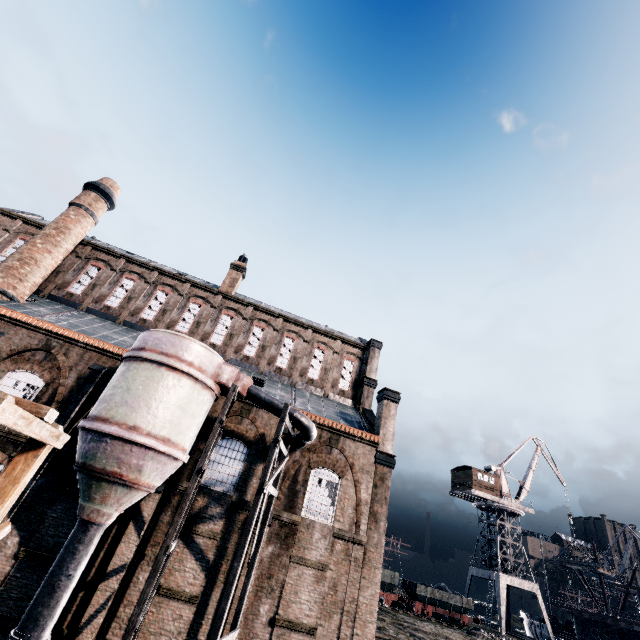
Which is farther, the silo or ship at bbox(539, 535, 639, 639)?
ship at bbox(539, 535, 639, 639)

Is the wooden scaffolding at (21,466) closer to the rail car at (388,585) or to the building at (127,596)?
the building at (127,596)

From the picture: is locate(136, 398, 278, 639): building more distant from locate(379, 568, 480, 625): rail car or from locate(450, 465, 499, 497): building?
locate(450, 465, 499, 497): building

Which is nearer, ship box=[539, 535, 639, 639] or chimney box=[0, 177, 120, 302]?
chimney box=[0, 177, 120, 302]

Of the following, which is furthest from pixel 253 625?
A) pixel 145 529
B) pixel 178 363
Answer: pixel 178 363

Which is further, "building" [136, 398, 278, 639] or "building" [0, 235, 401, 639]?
"building" [0, 235, 401, 639]

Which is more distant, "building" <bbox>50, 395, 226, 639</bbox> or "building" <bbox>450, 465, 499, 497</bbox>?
"building" <bbox>450, 465, 499, 497</bbox>

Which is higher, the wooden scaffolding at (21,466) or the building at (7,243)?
the building at (7,243)
